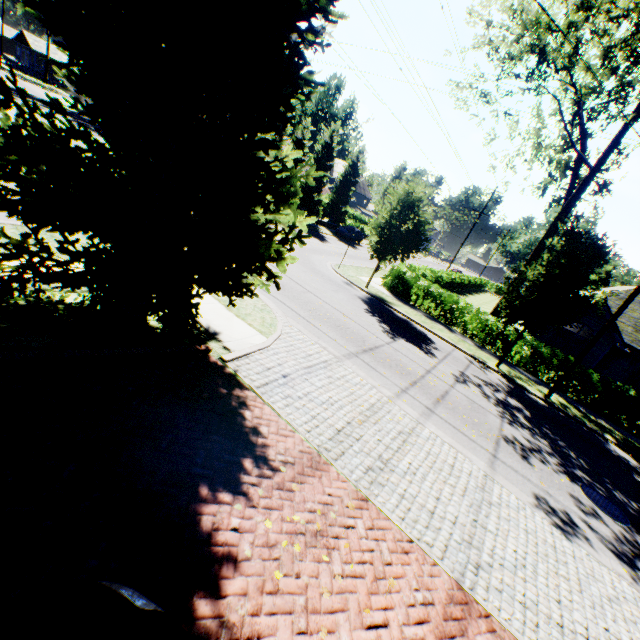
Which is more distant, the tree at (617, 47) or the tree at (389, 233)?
the tree at (389, 233)

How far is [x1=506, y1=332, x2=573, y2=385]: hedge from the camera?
16.5m

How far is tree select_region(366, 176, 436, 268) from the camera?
16.7 meters

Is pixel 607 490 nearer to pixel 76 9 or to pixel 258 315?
pixel 258 315

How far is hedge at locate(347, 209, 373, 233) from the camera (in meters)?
47.39

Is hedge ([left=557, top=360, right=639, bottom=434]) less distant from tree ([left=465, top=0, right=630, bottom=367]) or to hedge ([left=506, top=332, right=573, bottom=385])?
hedge ([left=506, top=332, right=573, bottom=385])

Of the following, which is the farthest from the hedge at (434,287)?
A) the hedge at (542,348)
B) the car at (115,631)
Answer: the car at (115,631)
